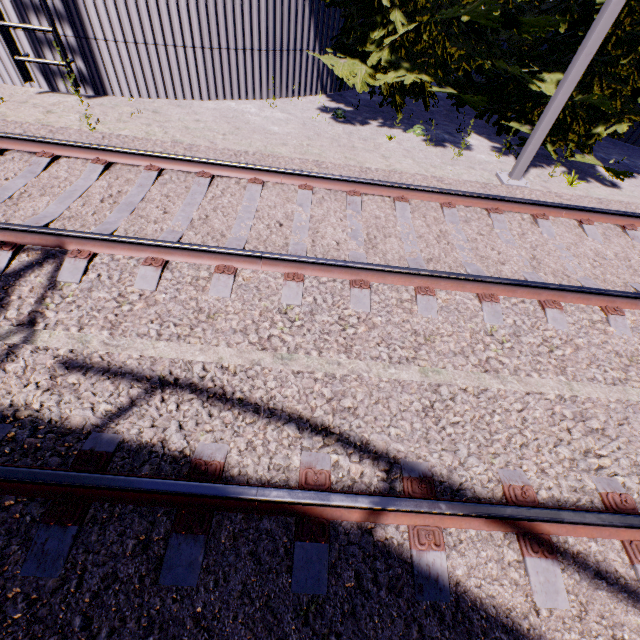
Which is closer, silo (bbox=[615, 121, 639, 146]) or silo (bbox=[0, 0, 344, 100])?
silo (bbox=[0, 0, 344, 100])

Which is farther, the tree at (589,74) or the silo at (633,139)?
the silo at (633,139)

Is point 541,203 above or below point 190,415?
above

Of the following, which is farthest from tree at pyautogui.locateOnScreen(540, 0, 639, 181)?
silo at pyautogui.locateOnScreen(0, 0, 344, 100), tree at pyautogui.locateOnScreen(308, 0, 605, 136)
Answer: silo at pyautogui.locateOnScreen(0, 0, 344, 100)

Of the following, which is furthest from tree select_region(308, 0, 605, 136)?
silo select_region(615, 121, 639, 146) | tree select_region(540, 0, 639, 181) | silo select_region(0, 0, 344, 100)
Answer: silo select_region(615, 121, 639, 146)

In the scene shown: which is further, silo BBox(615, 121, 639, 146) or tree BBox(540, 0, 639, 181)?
silo BBox(615, 121, 639, 146)

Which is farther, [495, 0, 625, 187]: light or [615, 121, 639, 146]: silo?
[615, 121, 639, 146]: silo

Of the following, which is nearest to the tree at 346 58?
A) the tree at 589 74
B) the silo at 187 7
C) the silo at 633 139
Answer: the silo at 187 7
